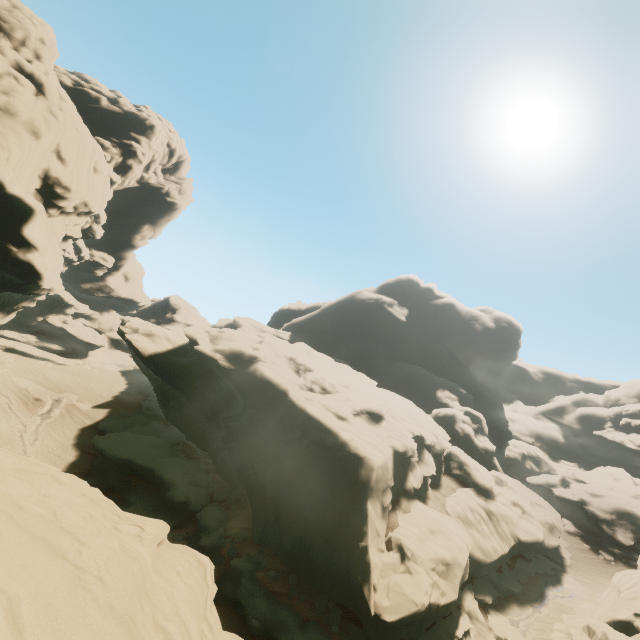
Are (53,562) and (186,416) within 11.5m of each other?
no

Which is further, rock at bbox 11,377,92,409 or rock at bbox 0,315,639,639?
rock at bbox 11,377,92,409

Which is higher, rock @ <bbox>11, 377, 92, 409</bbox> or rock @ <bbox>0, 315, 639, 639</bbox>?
rock @ <bbox>0, 315, 639, 639</bbox>

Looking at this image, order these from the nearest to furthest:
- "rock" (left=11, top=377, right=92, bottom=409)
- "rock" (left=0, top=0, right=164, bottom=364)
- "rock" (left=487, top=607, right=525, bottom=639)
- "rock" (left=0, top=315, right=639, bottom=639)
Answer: "rock" (left=0, top=315, right=639, bottom=639)
"rock" (left=487, top=607, right=525, bottom=639)
"rock" (left=0, top=0, right=164, bottom=364)
"rock" (left=11, top=377, right=92, bottom=409)

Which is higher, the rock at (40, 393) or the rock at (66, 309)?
the rock at (66, 309)

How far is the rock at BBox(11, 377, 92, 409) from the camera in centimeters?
4247cm

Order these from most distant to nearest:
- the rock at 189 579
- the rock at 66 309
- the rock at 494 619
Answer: the rock at 66 309
the rock at 494 619
the rock at 189 579
